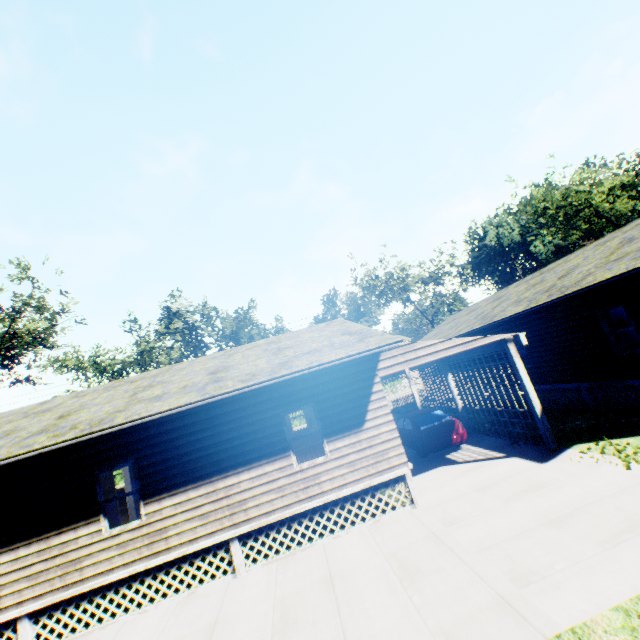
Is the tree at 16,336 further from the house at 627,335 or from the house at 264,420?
the house at 627,335

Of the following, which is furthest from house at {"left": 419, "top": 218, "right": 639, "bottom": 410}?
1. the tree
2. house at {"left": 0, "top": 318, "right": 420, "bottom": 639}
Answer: the tree

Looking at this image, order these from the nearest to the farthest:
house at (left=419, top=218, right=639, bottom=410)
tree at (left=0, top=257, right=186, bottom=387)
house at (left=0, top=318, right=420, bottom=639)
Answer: house at (left=0, top=318, right=420, bottom=639), house at (left=419, top=218, right=639, bottom=410), tree at (left=0, top=257, right=186, bottom=387)

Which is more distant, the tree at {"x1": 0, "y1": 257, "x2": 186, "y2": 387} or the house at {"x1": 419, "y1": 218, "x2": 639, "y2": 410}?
the tree at {"x1": 0, "y1": 257, "x2": 186, "y2": 387}

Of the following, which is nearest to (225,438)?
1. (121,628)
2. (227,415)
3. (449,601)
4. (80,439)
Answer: (227,415)

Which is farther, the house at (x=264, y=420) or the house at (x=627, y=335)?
the house at (x=627, y=335)
